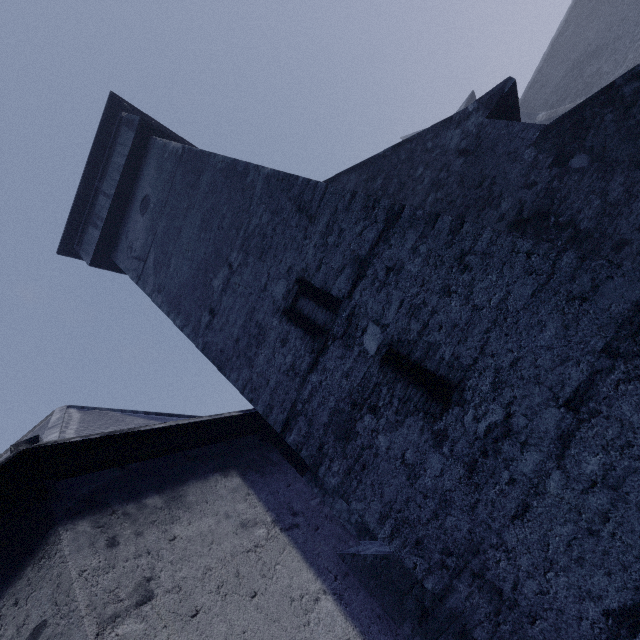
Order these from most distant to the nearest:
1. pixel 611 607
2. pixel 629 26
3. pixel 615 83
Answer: pixel 629 26, pixel 615 83, pixel 611 607
